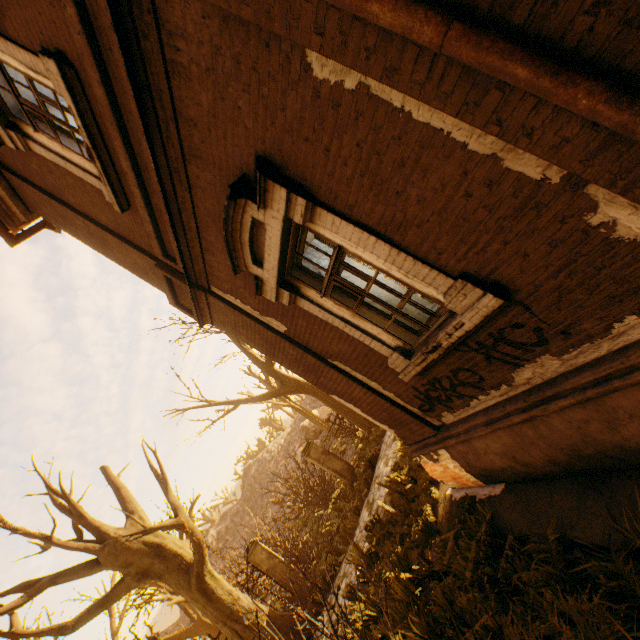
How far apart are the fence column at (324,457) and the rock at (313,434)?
23.8m

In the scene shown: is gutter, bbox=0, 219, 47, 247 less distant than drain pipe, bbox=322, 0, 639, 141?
No

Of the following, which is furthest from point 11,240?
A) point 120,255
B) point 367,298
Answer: point 367,298

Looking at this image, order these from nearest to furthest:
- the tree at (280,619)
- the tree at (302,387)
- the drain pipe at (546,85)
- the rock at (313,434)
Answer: the drain pipe at (546,85) → the tree at (280,619) → the tree at (302,387) → the rock at (313,434)

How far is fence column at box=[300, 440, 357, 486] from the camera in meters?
12.9

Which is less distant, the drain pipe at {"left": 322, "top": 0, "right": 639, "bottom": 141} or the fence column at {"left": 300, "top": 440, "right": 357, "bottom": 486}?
the drain pipe at {"left": 322, "top": 0, "right": 639, "bottom": 141}

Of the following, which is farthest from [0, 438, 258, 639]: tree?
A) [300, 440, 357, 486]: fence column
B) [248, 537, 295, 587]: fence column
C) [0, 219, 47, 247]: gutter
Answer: [248, 537, 295, 587]: fence column

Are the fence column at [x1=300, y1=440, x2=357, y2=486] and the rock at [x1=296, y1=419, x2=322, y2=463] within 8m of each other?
no
